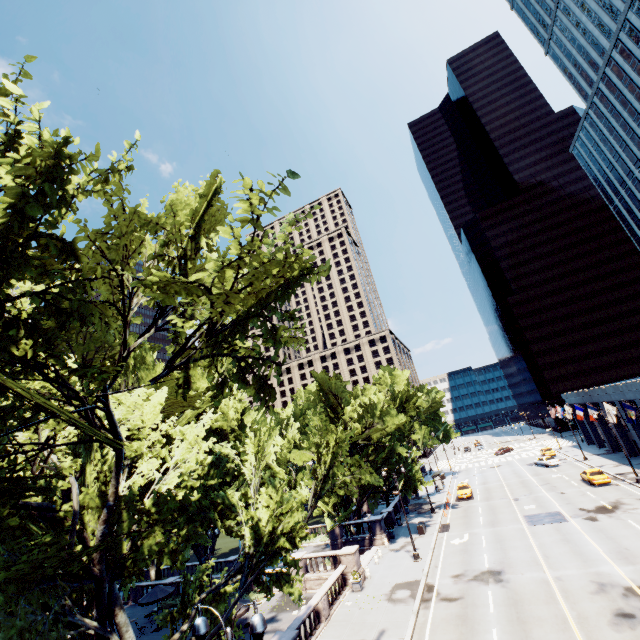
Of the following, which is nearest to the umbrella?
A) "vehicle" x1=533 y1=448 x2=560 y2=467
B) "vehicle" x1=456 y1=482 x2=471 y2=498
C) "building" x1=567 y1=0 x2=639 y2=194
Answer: "vehicle" x1=456 y1=482 x2=471 y2=498

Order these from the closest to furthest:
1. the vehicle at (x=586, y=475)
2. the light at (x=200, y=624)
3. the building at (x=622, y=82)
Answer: the light at (x=200, y=624), the vehicle at (x=586, y=475), the building at (x=622, y=82)

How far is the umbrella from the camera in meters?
26.0

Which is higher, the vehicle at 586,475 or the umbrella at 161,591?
the umbrella at 161,591

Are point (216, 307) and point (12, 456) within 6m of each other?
no

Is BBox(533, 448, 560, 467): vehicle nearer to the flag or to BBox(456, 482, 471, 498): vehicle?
BBox(456, 482, 471, 498): vehicle

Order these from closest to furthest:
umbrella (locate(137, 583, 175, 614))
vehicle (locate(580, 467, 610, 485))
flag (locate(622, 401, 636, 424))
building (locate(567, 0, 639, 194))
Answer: umbrella (locate(137, 583, 175, 614)) < flag (locate(622, 401, 636, 424)) < vehicle (locate(580, 467, 610, 485)) < building (locate(567, 0, 639, 194))

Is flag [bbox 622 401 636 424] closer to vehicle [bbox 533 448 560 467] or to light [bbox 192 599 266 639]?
vehicle [bbox 533 448 560 467]
